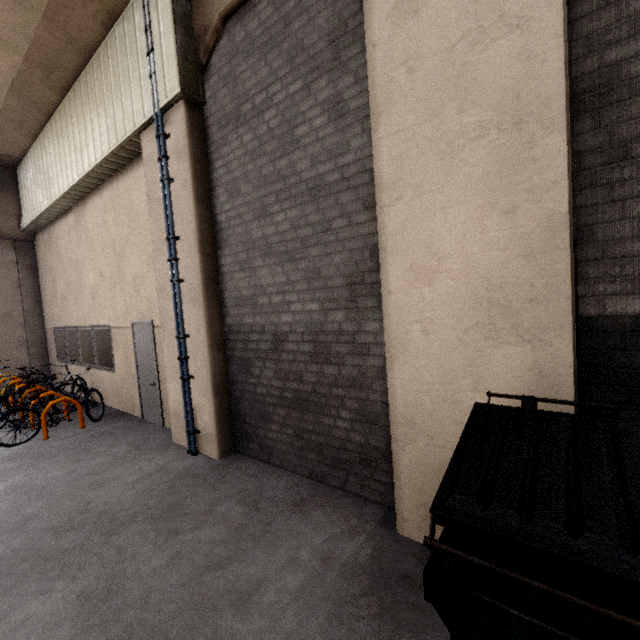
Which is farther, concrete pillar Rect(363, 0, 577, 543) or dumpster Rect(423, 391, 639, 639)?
concrete pillar Rect(363, 0, 577, 543)

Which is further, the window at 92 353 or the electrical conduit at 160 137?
the window at 92 353

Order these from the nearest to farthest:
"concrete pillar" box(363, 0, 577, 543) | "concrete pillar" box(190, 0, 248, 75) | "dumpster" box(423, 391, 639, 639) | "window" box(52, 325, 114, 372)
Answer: "dumpster" box(423, 391, 639, 639)
"concrete pillar" box(363, 0, 577, 543)
"concrete pillar" box(190, 0, 248, 75)
"window" box(52, 325, 114, 372)

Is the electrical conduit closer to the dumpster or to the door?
the door

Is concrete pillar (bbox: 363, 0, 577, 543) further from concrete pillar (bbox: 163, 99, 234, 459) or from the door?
the door

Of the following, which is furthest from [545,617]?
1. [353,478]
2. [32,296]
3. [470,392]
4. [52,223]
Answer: [32,296]

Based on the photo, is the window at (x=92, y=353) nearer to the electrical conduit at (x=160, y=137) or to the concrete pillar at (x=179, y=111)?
the concrete pillar at (x=179, y=111)

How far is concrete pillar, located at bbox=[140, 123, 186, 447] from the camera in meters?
5.1 m
